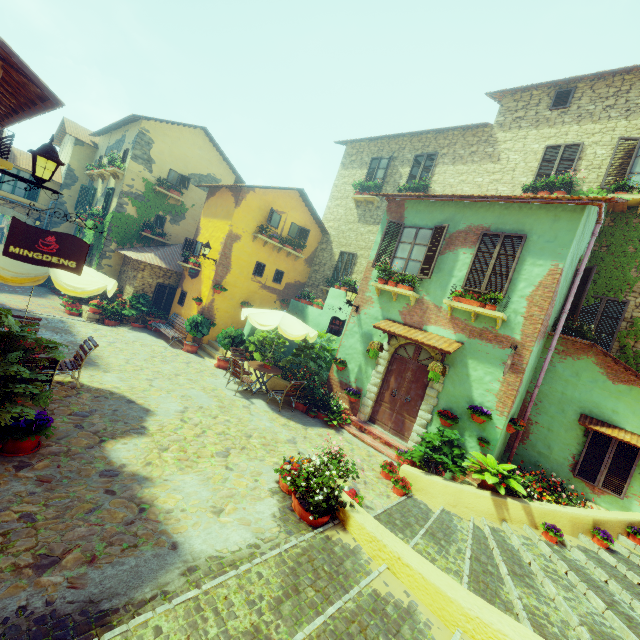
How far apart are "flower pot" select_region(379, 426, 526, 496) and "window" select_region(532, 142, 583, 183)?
9.4 meters

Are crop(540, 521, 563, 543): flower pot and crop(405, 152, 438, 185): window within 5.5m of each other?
no

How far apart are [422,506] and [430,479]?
0.6 meters

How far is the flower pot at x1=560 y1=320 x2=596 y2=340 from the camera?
8.6m

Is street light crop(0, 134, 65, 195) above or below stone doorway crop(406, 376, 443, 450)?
above

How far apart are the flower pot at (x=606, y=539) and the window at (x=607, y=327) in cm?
483

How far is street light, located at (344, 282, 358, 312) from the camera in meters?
10.4

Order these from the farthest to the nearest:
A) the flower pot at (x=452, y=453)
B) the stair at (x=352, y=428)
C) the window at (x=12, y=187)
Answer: the window at (x=12, y=187) → the stair at (x=352, y=428) → the flower pot at (x=452, y=453)
